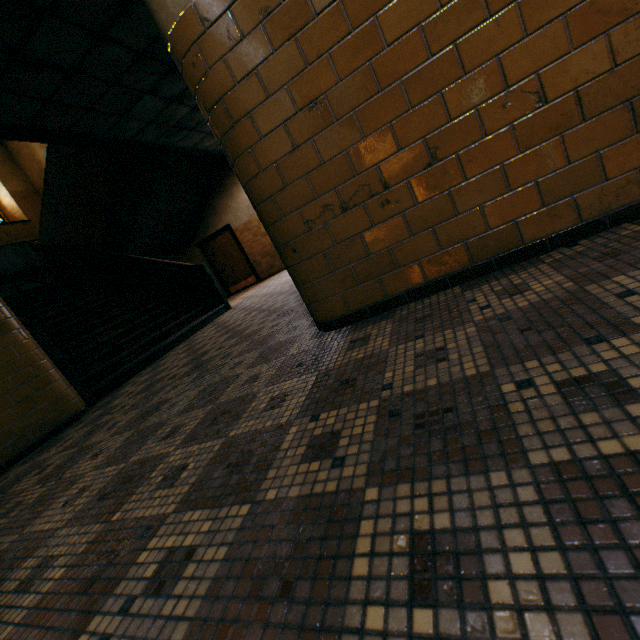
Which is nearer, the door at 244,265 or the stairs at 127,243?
the stairs at 127,243

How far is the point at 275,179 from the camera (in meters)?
1.94

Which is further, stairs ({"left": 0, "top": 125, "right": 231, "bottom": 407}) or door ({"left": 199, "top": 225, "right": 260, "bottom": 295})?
door ({"left": 199, "top": 225, "right": 260, "bottom": 295})

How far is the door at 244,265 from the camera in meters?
11.2

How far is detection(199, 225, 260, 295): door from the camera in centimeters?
1125cm
